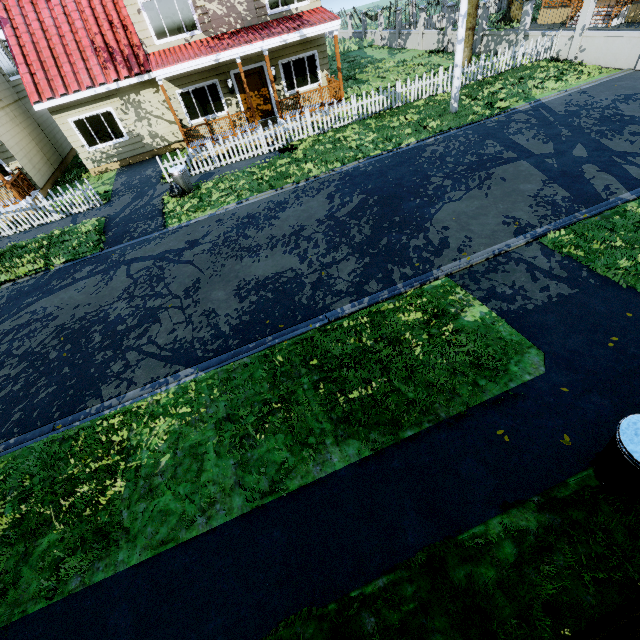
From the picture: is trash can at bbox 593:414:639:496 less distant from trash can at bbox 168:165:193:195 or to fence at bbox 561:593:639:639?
fence at bbox 561:593:639:639

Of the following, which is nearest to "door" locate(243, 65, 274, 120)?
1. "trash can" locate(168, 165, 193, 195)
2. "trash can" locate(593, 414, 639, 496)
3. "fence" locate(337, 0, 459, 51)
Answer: "fence" locate(337, 0, 459, 51)

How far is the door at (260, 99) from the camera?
15.2m

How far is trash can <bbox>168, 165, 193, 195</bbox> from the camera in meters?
11.9

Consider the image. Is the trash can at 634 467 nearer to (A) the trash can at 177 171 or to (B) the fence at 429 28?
(B) the fence at 429 28

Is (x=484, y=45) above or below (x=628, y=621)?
below

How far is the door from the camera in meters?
15.2

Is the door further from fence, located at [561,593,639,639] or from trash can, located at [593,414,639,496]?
trash can, located at [593,414,639,496]
